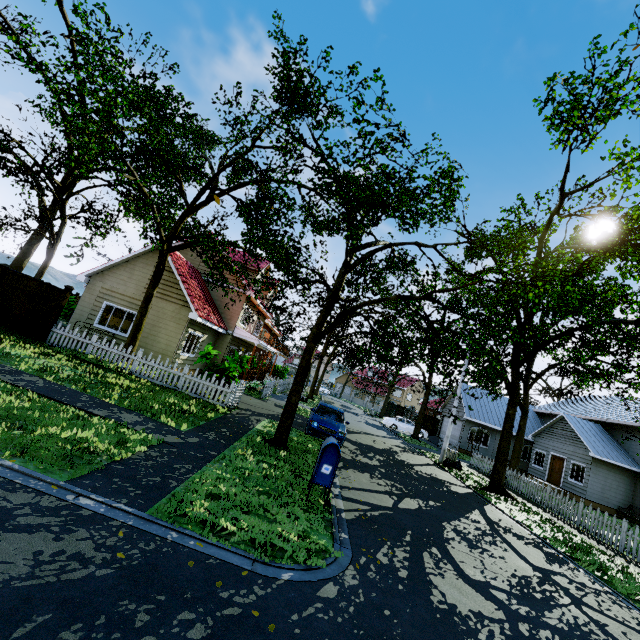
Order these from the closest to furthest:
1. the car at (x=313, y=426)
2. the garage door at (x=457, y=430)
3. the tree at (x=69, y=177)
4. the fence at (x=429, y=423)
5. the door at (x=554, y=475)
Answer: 1. the tree at (x=69, y=177)
2. the car at (x=313, y=426)
3. the door at (x=554, y=475)
4. the garage door at (x=457, y=430)
5. the fence at (x=429, y=423)

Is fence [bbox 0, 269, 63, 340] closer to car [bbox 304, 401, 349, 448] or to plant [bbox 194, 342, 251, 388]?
plant [bbox 194, 342, 251, 388]

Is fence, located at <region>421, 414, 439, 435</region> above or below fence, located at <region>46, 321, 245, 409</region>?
above

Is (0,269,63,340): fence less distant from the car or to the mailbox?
the car

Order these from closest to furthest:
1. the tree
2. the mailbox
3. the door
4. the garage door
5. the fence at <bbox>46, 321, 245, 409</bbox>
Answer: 1. the mailbox
2. the tree
3. the fence at <bbox>46, 321, 245, 409</bbox>
4. the door
5. the garage door

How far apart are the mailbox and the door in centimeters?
2535cm

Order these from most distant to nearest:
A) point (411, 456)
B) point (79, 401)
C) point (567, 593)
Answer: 1. point (411, 456)
2. point (79, 401)
3. point (567, 593)

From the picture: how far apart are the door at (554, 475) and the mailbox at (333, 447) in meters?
25.4
